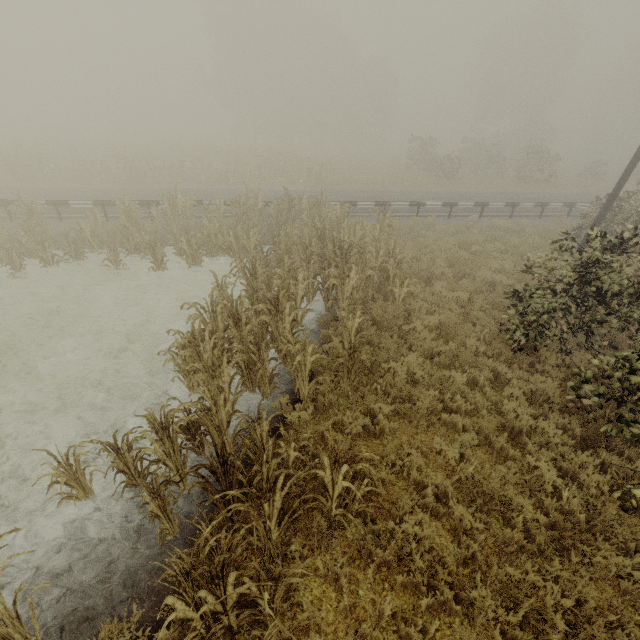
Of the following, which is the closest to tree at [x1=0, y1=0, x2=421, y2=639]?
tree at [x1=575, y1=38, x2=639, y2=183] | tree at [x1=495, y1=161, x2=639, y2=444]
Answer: tree at [x1=495, y1=161, x2=639, y2=444]

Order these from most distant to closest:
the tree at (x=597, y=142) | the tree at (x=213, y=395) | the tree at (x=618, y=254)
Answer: the tree at (x=597, y=142), the tree at (x=618, y=254), the tree at (x=213, y=395)

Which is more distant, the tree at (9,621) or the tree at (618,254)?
the tree at (618,254)

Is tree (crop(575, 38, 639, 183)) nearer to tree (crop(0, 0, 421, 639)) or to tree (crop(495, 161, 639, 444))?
tree (crop(0, 0, 421, 639))

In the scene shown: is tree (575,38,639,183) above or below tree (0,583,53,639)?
above

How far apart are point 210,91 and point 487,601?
57.50m
